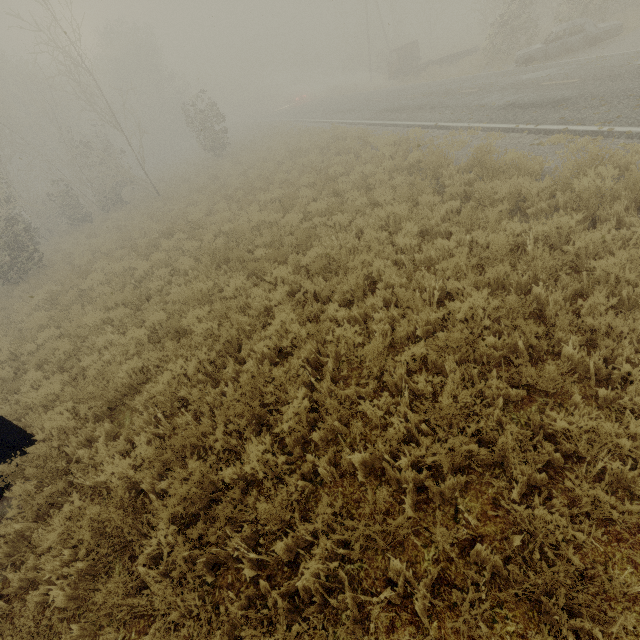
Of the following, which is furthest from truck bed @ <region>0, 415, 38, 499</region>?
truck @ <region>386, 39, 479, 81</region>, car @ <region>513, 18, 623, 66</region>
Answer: truck @ <region>386, 39, 479, 81</region>

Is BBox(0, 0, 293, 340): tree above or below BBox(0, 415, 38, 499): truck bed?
above

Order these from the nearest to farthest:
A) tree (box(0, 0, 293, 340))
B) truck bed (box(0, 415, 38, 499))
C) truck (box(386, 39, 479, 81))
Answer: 1. truck bed (box(0, 415, 38, 499))
2. tree (box(0, 0, 293, 340))
3. truck (box(386, 39, 479, 81))

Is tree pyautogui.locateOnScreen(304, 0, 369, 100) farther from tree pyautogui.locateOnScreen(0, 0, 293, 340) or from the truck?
tree pyautogui.locateOnScreen(0, 0, 293, 340)

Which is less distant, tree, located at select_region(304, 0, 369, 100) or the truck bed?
the truck bed

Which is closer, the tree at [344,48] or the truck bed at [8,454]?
the truck bed at [8,454]

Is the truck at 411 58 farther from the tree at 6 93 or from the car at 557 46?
the tree at 6 93

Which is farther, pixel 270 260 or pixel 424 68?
pixel 424 68
